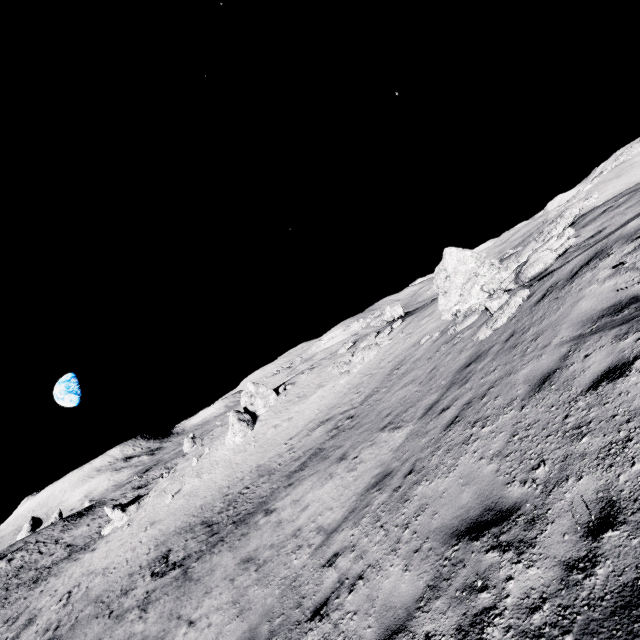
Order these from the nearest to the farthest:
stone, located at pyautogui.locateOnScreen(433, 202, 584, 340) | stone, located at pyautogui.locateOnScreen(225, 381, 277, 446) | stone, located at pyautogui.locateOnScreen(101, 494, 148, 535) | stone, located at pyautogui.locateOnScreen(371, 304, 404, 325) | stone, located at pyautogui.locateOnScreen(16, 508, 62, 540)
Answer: stone, located at pyautogui.locateOnScreen(433, 202, 584, 340) < stone, located at pyautogui.locateOnScreen(225, 381, 277, 446) < stone, located at pyautogui.locateOnScreen(101, 494, 148, 535) < stone, located at pyautogui.locateOnScreen(371, 304, 404, 325) < stone, located at pyautogui.locateOnScreen(16, 508, 62, 540)

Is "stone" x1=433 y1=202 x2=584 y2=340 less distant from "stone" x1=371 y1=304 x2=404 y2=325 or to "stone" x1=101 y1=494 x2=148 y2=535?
"stone" x1=371 y1=304 x2=404 y2=325

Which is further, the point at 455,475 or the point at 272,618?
the point at 272,618

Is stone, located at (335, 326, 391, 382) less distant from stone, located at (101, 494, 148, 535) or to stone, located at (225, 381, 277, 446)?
stone, located at (225, 381, 277, 446)

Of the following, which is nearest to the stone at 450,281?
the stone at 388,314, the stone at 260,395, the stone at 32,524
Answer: the stone at 260,395

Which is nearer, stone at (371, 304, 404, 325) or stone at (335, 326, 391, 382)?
stone at (335, 326, 391, 382)

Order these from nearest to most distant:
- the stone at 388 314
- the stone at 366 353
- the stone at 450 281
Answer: the stone at 450 281
the stone at 366 353
the stone at 388 314

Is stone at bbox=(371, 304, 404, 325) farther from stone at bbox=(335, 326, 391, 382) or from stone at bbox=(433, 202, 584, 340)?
stone at bbox=(433, 202, 584, 340)
